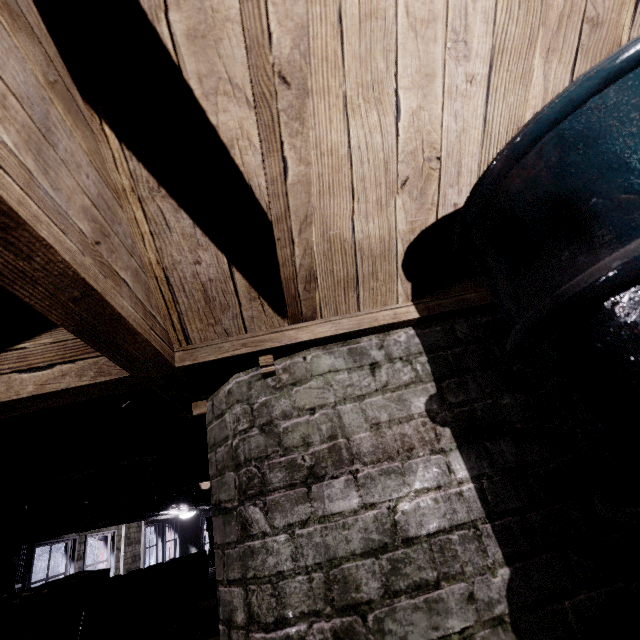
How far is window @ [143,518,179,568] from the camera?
7.0 meters

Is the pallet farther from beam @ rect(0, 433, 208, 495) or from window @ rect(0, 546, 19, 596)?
window @ rect(0, 546, 19, 596)

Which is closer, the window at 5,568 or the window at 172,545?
the window at 5,568

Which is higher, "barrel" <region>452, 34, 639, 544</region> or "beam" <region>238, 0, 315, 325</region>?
"beam" <region>238, 0, 315, 325</region>

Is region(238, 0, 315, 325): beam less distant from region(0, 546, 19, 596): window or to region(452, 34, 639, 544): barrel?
region(452, 34, 639, 544): barrel

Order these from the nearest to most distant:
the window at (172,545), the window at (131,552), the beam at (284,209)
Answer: the beam at (284,209), the window at (131,552), the window at (172,545)

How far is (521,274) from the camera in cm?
71
